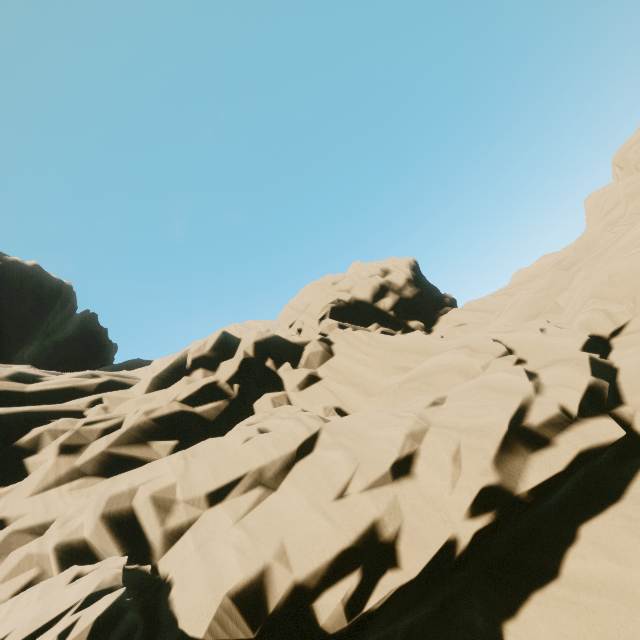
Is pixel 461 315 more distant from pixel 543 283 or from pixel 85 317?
pixel 85 317
